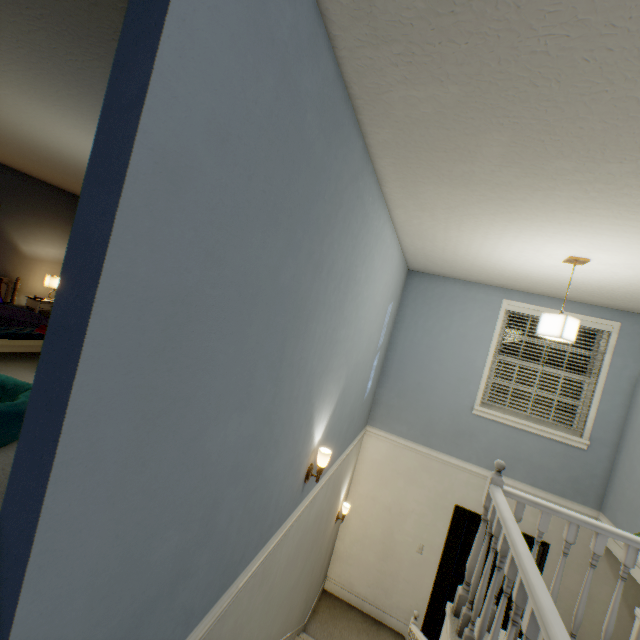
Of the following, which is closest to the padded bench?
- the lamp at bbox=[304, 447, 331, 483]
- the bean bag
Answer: the bean bag

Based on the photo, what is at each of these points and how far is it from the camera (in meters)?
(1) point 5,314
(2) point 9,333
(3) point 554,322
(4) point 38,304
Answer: (1) bed, 4.29
(2) padded bench, 3.47
(3) lamp, 2.63
(4) bedside table, 5.41

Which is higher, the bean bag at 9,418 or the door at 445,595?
the bean bag at 9,418

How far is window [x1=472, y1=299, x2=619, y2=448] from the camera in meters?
3.9 m

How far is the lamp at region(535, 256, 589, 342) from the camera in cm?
258

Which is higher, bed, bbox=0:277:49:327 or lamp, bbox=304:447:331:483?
lamp, bbox=304:447:331:483

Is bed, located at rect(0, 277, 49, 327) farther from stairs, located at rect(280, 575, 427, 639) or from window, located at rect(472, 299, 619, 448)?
window, located at rect(472, 299, 619, 448)

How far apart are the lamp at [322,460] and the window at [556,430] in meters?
2.8 m
